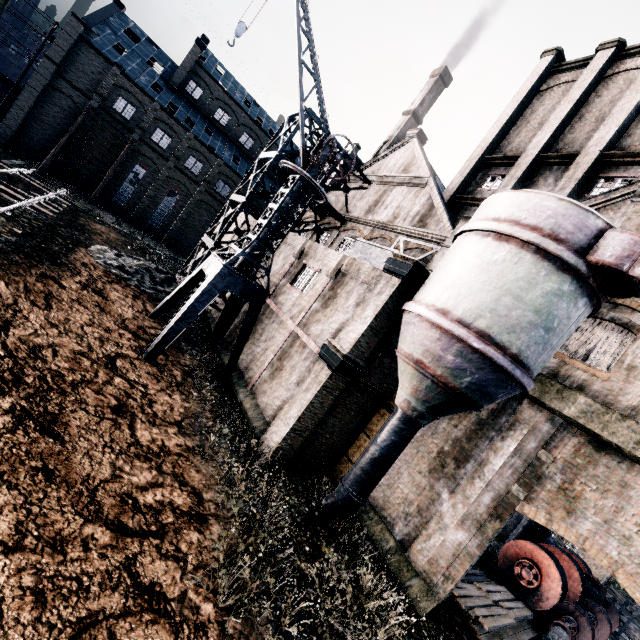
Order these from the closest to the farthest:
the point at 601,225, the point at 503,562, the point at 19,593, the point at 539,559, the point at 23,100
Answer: the point at 19,593, the point at 601,225, the point at 539,559, the point at 503,562, the point at 23,100

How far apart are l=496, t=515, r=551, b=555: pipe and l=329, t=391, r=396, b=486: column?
13.1m

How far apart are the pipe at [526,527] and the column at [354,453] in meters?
13.1

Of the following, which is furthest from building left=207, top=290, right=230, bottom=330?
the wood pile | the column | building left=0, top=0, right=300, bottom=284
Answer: building left=0, top=0, right=300, bottom=284

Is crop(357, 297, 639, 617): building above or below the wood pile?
above

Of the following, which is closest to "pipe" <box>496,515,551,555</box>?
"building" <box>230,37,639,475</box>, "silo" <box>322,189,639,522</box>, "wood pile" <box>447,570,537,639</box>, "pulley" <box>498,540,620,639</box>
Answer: "building" <box>230,37,639,475</box>

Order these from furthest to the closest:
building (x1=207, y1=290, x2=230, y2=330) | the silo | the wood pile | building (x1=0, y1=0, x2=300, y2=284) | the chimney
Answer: the chimney → building (x1=0, y1=0, x2=300, y2=284) → building (x1=207, y1=290, x2=230, y2=330) → the wood pile → the silo

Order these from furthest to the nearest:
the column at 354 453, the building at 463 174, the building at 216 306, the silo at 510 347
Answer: the building at 216 306
the column at 354 453
the building at 463 174
the silo at 510 347
